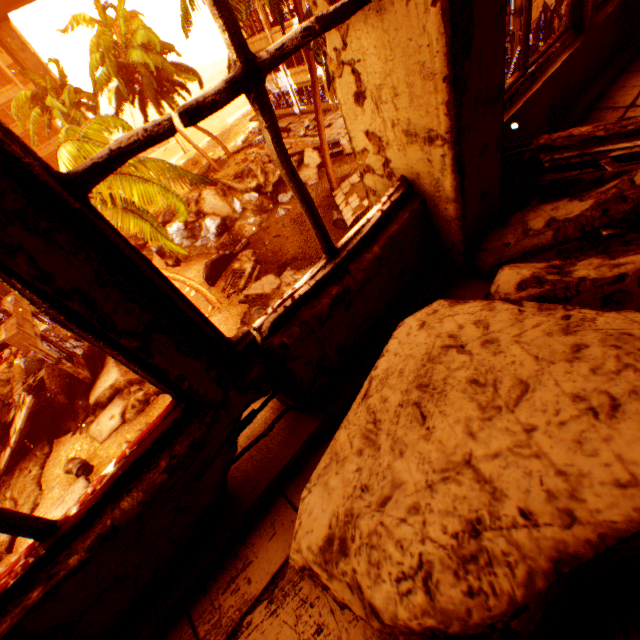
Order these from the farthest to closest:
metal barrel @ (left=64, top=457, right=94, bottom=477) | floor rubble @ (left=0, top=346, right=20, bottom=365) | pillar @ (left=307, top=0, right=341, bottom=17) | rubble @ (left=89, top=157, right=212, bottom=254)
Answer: floor rubble @ (left=0, top=346, right=20, bottom=365) < metal barrel @ (left=64, top=457, right=94, bottom=477) < rubble @ (left=89, top=157, right=212, bottom=254) < pillar @ (left=307, top=0, right=341, bottom=17)

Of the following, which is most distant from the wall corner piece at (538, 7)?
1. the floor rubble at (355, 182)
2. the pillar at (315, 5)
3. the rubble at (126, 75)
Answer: the pillar at (315, 5)

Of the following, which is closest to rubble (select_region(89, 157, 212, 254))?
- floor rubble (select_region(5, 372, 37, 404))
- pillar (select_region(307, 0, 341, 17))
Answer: floor rubble (select_region(5, 372, 37, 404))

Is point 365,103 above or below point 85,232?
below

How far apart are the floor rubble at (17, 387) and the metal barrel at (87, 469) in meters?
5.2 m

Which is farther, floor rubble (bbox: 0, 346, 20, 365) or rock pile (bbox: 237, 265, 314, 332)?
floor rubble (bbox: 0, 346, 20, 365)

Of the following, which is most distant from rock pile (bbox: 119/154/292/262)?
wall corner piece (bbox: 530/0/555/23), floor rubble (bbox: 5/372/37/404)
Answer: wall corner piece (bbox: 530/0/555/23)

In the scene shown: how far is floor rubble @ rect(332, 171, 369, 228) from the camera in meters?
15.6 m
